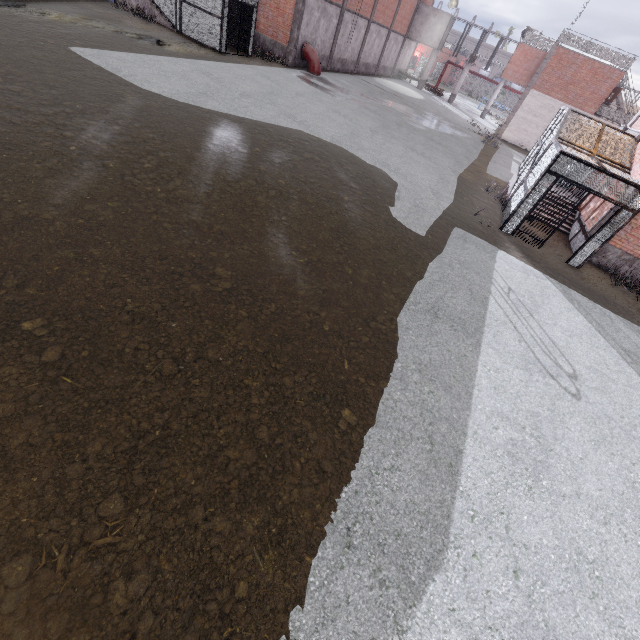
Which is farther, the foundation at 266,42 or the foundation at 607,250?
the foundation at 266,42

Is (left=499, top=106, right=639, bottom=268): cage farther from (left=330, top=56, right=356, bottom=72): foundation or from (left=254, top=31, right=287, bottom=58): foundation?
(left=254, top=31, right=287, bottom=58): foundation

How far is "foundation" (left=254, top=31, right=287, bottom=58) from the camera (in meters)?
22.53

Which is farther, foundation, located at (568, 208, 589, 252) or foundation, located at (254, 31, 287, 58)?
foundation, located at (254, 31, 287, 58)

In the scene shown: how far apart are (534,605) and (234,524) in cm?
337

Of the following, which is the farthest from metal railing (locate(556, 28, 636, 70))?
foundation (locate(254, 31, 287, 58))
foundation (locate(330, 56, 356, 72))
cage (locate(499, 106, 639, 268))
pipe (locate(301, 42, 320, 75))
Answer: foundation (locate(254, 31, 287, 58))

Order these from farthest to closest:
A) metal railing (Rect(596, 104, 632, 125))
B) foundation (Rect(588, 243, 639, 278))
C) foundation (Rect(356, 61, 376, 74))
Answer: foundation (Rect(356, 61, 376, 74)) < metal railing (Rect(596, 104, 632, 125)) < foundation (Rect(588, 243, 639, 278))

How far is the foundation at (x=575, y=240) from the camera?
12.57m
